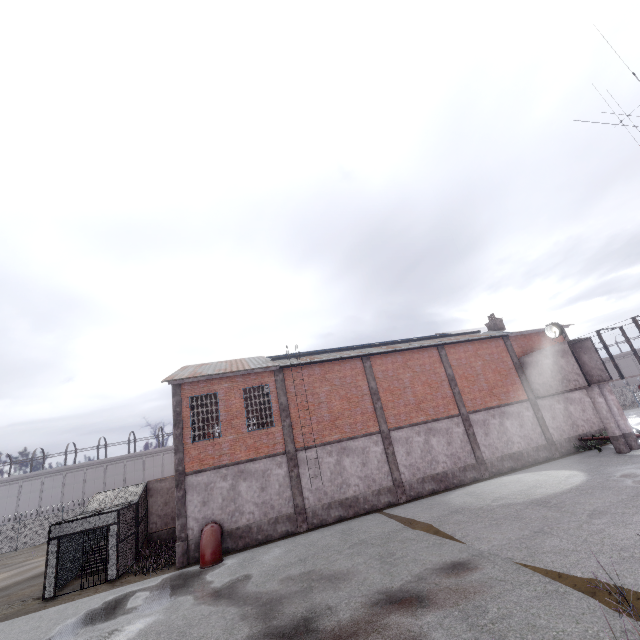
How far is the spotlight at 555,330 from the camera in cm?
2130

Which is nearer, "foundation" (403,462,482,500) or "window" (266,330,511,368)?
"foundation" (403,462,482,500)

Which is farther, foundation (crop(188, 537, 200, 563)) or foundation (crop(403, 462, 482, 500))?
foundation (crop(403, 462, 482, 500))

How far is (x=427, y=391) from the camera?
21.9m

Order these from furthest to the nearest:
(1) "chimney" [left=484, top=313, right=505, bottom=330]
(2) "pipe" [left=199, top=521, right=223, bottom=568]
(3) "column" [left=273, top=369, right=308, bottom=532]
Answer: (1) "chimney" [left=484, top=313, right=505, bottom=330]
(3) "column" [left=273, top=369, right=308, bottom=532]
(2) "pipe" [left=199, top=521, right=223, bottom=568]

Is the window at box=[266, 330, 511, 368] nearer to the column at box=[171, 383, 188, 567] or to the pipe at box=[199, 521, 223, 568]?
the column at box=[171, 383, 188, 567]

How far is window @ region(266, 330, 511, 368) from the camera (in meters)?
20.72

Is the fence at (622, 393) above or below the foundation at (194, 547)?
above
